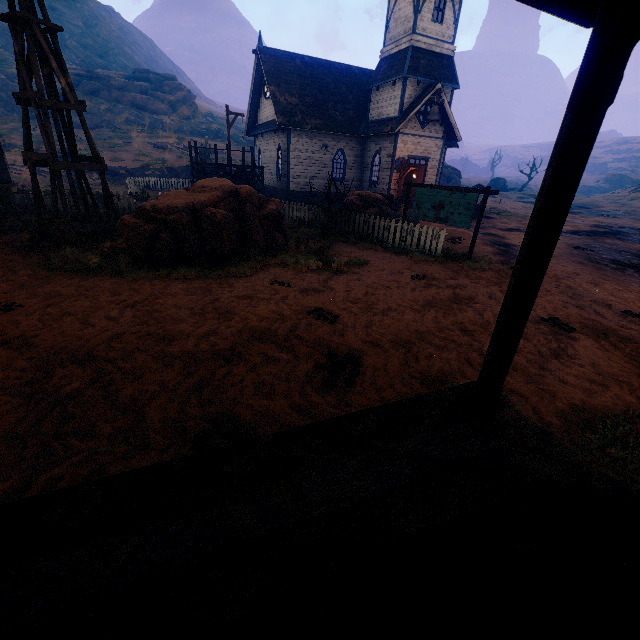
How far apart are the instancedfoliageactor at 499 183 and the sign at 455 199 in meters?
55.2

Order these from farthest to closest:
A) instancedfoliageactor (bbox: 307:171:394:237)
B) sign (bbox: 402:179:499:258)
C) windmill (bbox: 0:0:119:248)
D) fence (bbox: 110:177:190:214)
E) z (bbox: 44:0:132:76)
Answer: z (bbox: 44:0:132:76)
fence (bbox: 110:177:190:214)
instancedfoliageactor (bbox: 307:171:394:237)
sign (bbox: 402:179:499:258)
windmill (bbox: 0:0:119:248)

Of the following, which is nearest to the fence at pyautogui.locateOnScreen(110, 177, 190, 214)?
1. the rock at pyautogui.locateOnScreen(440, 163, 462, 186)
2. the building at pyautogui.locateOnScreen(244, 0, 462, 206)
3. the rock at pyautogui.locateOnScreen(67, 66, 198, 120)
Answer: the building at pyautogui.locateOnScreen(244, 0, 462, 206)

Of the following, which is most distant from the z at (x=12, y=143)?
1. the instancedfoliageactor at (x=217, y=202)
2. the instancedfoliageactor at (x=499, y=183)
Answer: the instancedfoliageactor at (x=499, y=183)

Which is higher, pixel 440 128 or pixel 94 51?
pixel 94 51

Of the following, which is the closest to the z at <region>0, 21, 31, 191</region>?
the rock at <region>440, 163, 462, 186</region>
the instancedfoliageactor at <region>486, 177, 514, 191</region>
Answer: the rock at <region>440, 163, 462, 186</region>

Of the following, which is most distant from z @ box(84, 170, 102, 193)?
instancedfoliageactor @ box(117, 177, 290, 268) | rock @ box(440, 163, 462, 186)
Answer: rock @ box(440, 163, 462, 186)

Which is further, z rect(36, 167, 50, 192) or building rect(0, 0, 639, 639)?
z rect(36, 167, 50, 192)
